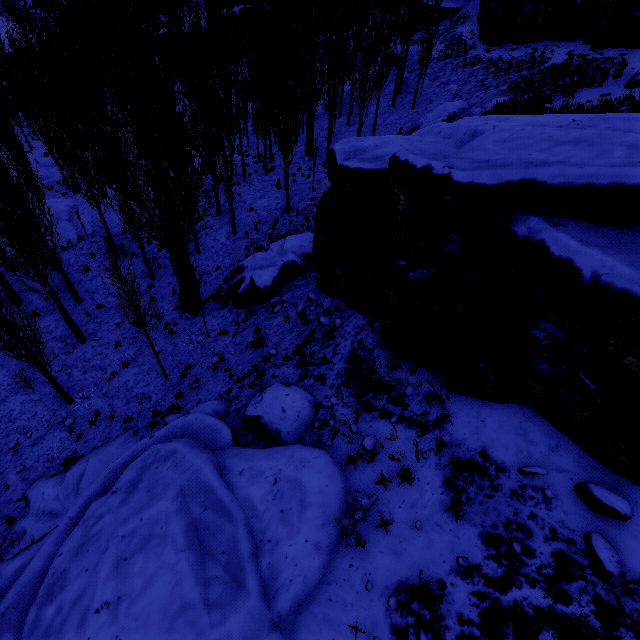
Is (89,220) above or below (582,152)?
below

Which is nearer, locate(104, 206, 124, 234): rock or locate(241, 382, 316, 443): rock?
locate(241, 382, 316, 443): rock

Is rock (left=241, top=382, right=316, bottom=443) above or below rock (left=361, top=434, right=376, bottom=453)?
below

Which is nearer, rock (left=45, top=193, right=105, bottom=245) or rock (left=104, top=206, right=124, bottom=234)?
rock (left=45, top=193, right=105, bottom=245)

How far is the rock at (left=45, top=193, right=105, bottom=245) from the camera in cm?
1803

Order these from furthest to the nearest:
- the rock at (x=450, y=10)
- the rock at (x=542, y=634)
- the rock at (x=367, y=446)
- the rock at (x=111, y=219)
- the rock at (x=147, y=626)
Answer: the rock at (x=450, y=10)
the rock at (x=111, y=219)
the rock at (x=367, y=446)
the rock at (x=147, y=626)
the rock at (x=542, y=634)

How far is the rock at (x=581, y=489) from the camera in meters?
4.2 m
